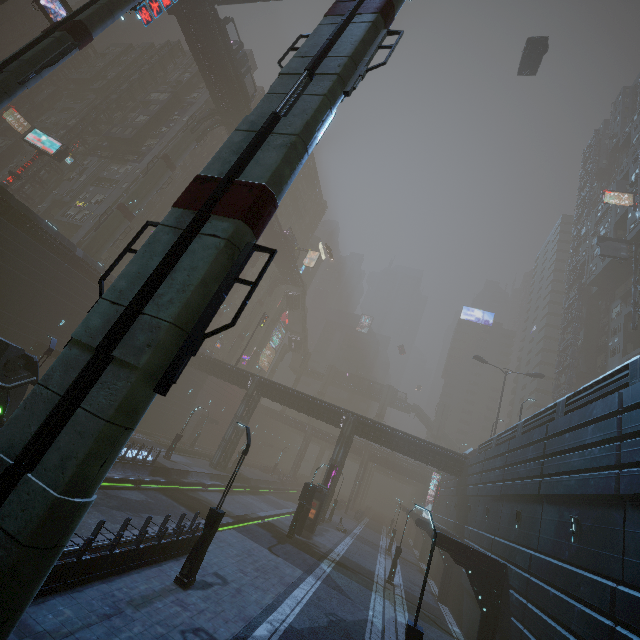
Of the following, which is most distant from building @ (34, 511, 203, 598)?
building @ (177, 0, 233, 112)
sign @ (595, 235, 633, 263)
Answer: building @ (177, 0, 233, 112)

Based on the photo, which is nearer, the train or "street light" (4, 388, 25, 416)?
the train

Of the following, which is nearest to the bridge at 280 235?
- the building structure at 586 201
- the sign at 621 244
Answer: the sign at 621 244

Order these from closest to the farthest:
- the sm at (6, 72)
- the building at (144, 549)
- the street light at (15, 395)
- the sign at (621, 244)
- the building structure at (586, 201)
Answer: the building at (144, 549), the sm at (6, 72), the street light at (15, 395), the sign at (621, 244), the building structure at (586, 201)

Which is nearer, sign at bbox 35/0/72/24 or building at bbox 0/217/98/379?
building at bbox 0/217/98/379

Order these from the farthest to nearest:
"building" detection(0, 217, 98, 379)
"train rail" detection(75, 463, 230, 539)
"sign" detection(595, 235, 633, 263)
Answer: "sign" detection(595, 235, 633, 263) < "building" detection(0, 217, 98, 379) < "train rail" detection(75, 463, 230, 539)

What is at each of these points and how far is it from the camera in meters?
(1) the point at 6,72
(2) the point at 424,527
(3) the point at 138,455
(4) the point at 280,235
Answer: Result:
(1) sm, 14.2 m
(2) building, 27.5 m
(3) building, 25.3 m
(4) bridge, 59.9 m

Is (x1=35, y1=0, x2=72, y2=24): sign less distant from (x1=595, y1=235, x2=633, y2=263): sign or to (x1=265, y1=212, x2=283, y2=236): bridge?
(x1=265, y1=212, x2=283, y2=236): bridge
